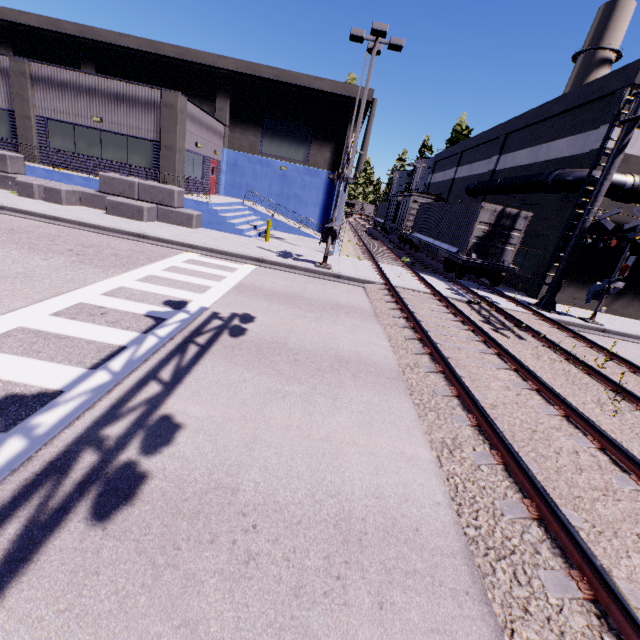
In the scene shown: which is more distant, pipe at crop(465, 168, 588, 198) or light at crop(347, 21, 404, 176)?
pipe at crop(465, 168, 588, 198)

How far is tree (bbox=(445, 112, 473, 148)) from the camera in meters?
42.2

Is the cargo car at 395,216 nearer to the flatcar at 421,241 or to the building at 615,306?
the flatcar at 421,241

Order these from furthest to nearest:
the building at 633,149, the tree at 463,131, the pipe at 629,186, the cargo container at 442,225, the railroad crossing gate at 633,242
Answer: the tree at 463,131 → the cargo container at 442,225 → the building at 633,149 → the pipe at 629,186 → the railroad crossing gate at 633,242

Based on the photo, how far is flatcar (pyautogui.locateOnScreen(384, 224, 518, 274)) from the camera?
16.2 meters

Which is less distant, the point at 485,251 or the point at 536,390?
the point at 536,390

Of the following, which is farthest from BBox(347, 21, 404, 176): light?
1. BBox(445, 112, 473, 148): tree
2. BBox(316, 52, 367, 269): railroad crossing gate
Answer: BBox(445, 112, 473, 148): tree

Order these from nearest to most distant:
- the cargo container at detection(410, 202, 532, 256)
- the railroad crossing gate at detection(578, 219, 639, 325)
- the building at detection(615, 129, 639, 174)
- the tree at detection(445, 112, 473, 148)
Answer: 1. the railroad crossing gate at detection(578, 219, 639, 325)
2. the building at detection(615, 129, 639, 174)
3. the cargo container at detection(410, 202, 532, 256)
4. the tree at detection(445, 112, 473, 148)
